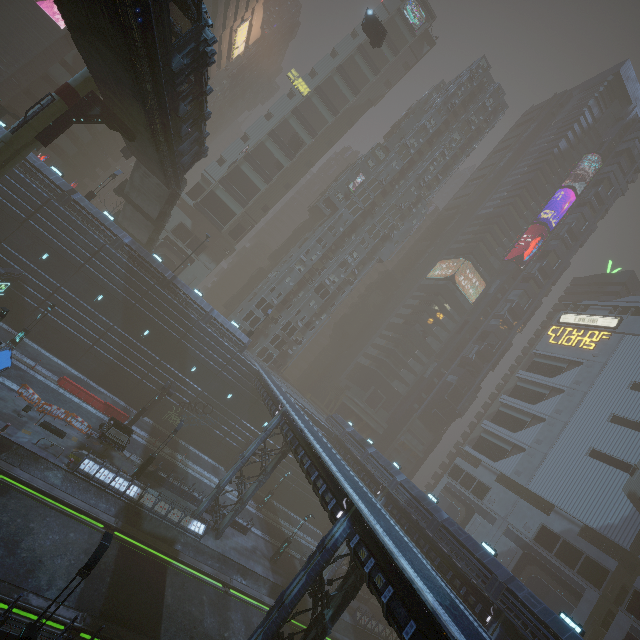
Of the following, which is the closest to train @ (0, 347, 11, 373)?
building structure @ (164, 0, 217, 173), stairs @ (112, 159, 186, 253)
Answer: building structure @ (164, 0, 217, 173)

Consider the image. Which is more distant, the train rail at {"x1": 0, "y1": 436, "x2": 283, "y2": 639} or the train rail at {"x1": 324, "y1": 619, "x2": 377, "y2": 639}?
the train rail at {"x1": 324, "y1": 619, "x2": 377, "y2": 639}

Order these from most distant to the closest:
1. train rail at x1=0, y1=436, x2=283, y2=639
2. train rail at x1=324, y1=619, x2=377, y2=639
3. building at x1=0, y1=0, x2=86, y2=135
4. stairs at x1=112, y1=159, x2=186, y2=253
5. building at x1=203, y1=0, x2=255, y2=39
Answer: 1. building at x1=203, y1=0, x2=255, y2=39
2. building at x1=0, y1=0, x2=86, y2=135
3. stairs at x1=112, y1=159, x2=186, y2=253
4. train rail at x1=324, y1=619, x2=377, y2=639
5. train rail at x1=0, y1=436, x2=283, y2=639

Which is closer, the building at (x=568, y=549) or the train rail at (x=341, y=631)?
the building at (x=568, y=549)

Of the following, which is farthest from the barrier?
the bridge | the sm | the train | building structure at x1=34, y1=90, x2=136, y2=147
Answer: the bridge

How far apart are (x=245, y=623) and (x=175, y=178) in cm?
3642

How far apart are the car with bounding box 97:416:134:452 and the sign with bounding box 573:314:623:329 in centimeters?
7113cm

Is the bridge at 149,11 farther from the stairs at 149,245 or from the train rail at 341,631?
the train rail at 341,631
